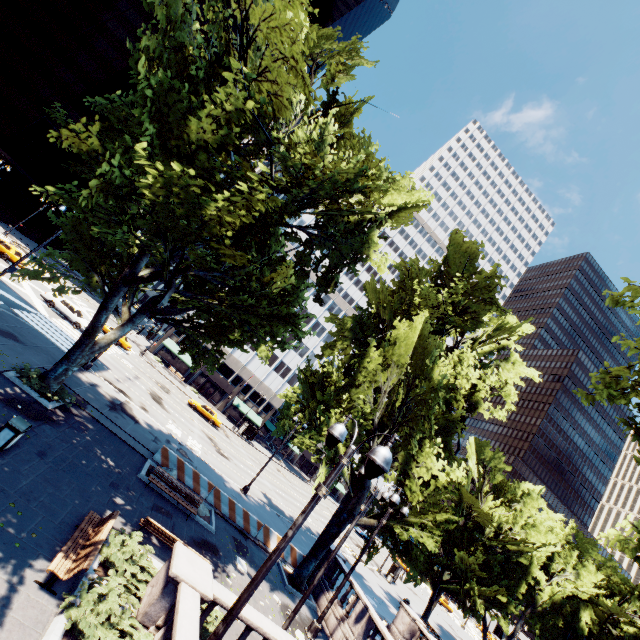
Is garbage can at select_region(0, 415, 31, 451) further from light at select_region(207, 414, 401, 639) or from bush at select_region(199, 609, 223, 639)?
light at select_region(207, 414, 401, 639)

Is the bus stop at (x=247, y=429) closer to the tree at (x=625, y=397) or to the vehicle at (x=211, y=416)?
the tree at (x=625, y=397)

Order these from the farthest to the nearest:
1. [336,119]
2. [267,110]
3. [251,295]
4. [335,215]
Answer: [336,119]
[335,215]
[251,295]
[267,110]

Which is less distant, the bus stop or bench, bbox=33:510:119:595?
bench, bbox=33:510:119:595

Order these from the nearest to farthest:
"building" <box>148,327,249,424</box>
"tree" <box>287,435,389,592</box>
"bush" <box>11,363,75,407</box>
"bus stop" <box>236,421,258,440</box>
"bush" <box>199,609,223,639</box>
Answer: "bush" <box>199,609,223,639</box> < "bush" <box>11,363,75,407</box> < "tree" <box>287,435,389,592</box> < "bus stop" <box>236,421,258,440</box> < "building" <box>148,327,249,424</box>

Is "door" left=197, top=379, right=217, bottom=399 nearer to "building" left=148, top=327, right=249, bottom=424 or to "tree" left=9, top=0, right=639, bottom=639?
"building" left=148, top=327, right=249, bottom=424

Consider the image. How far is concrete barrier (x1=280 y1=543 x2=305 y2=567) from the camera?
20.3m

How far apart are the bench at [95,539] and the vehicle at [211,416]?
32.1m
